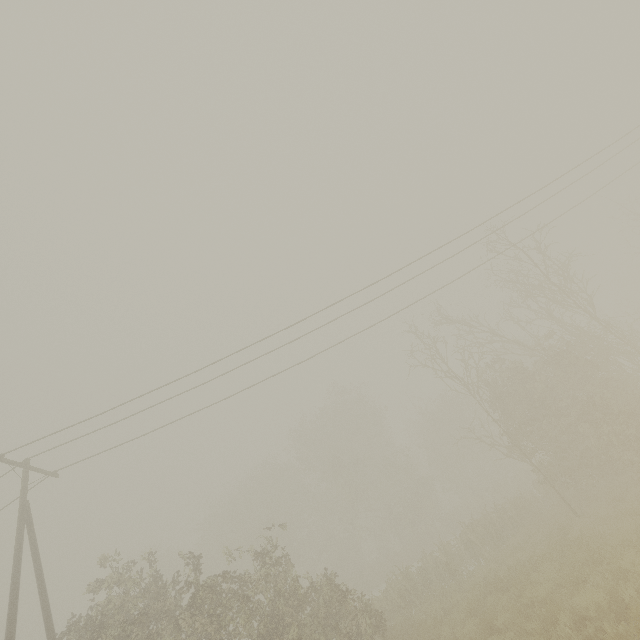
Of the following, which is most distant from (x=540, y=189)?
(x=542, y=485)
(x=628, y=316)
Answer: (x=628, y=316)

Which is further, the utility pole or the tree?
the tree

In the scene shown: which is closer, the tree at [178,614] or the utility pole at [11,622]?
the utility pole at [11,622]
